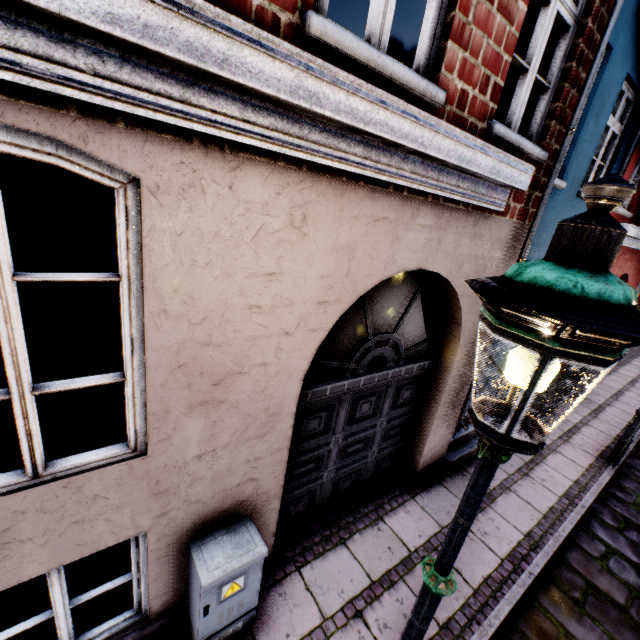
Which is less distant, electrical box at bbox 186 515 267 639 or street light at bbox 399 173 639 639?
street light at bbox 399 173 639 639

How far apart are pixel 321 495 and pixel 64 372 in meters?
5.5 m

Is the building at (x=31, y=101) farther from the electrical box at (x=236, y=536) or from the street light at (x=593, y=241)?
the street light at (x=593, y=241)

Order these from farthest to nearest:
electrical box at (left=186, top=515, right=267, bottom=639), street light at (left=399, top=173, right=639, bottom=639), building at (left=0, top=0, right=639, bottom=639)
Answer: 1. electrical box at (left=186, top=515, right=267, bottom=639)
2. building at (left=0, top=0, right=639, bottom=639)
3. street light at (left=399, top=173, right=639, bottom=639)

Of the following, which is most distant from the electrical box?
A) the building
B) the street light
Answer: the street light

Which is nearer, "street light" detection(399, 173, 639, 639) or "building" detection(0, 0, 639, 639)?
"street light" detection(399, 173, 639, 639)
